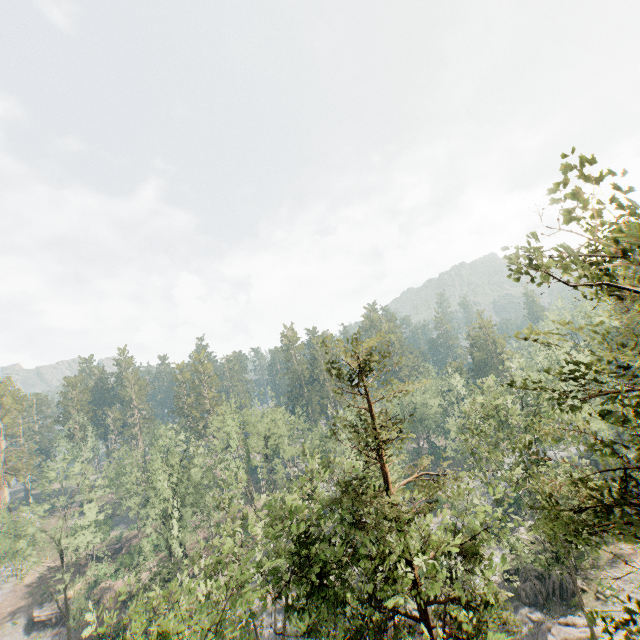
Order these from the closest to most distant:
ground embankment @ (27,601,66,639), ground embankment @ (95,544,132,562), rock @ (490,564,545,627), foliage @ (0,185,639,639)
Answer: foliage @ (0,185,639,639) → rock @ (490,564,545,627) → ground embankment @ (27,601,66,639) → ground embankment @ (95,544,132,562)

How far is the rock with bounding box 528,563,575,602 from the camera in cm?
2952

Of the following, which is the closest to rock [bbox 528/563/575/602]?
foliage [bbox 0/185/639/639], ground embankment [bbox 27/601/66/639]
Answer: foliage [bbox 0/185/639/639]

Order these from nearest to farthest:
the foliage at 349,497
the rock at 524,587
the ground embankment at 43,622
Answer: the foliage at 349,497
the rock at 524,587
the ground embankment at 43,622

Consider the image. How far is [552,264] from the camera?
5.6 meters

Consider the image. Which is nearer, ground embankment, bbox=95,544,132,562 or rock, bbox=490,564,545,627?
rock, bbox=490,564,545,627

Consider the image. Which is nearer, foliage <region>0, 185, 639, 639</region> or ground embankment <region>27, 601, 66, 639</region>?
foliage <region>0, 185, 639, 639</region>

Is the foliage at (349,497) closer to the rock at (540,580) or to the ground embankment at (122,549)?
the rock at (540,580)
